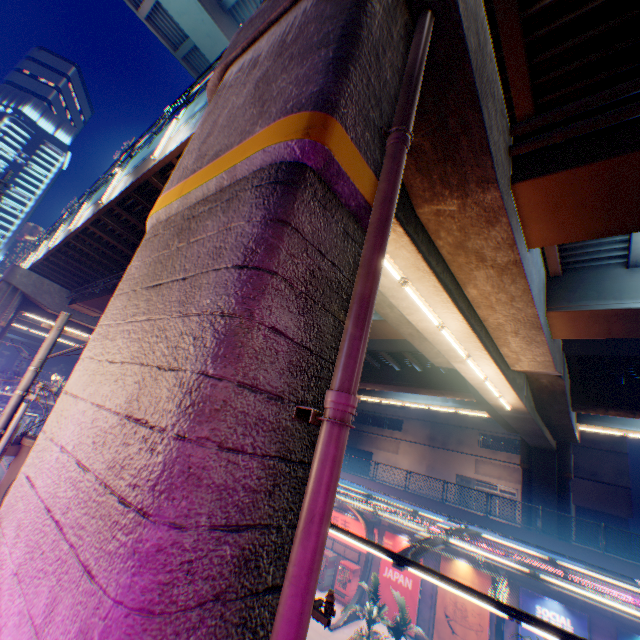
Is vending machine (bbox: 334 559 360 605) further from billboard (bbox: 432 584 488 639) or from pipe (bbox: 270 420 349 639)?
pipe (bbox: 270 420 349 639)

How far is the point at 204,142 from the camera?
4.2m

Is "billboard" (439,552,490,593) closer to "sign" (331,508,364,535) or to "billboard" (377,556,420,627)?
"billboard" (377,556,420,627)

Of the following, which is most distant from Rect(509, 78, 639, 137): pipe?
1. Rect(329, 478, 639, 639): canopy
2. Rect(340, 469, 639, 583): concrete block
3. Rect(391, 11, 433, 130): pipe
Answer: Rect(340, 469, 639, 583): concrete block

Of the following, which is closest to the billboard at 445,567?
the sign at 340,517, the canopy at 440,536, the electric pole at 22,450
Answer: the canopy at 440,536

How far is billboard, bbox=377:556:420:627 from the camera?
18.23m

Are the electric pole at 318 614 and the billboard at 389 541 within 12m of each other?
no
